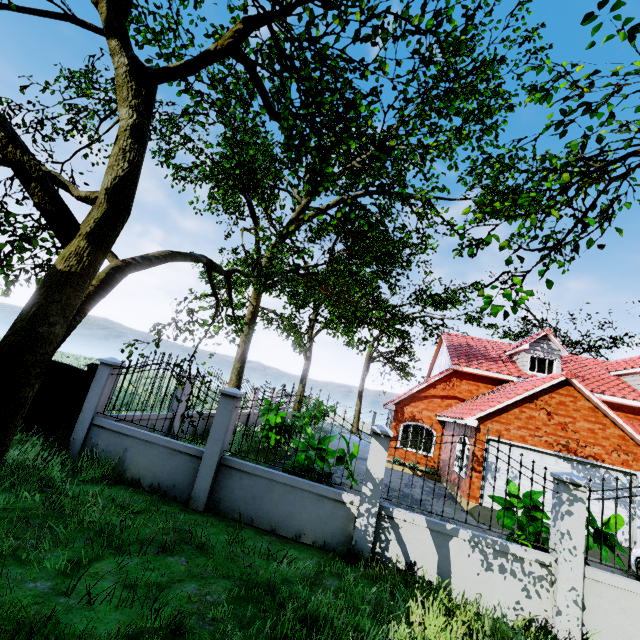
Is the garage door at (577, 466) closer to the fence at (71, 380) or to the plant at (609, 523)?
the plant at (609, 523)

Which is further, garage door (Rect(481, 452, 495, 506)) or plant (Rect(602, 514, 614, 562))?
garage door (Rect(481, 452, 495, 506))

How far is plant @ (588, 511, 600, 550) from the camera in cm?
554

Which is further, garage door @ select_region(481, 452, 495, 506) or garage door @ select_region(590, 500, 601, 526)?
garage door @ select_region(481, 452, 495, 506)

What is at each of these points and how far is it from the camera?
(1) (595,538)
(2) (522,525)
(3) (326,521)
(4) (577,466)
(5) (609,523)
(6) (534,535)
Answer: (1) plant, 5.55m
(2) plant, 6.59m
(3) fence, 6.07m
(4) garage door, 12.02m
(5) plant, 5.75m
(6) plant, 5.81m

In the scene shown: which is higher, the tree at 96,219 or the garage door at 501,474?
the tree at 96,219

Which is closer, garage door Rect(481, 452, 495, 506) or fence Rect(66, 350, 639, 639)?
fence Rect(66, 350, 639, 639)

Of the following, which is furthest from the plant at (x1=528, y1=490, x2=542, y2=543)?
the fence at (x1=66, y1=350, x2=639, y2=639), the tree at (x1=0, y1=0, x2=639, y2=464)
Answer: the tree at (x1=0, y1=0, x2=639, y2=464)
